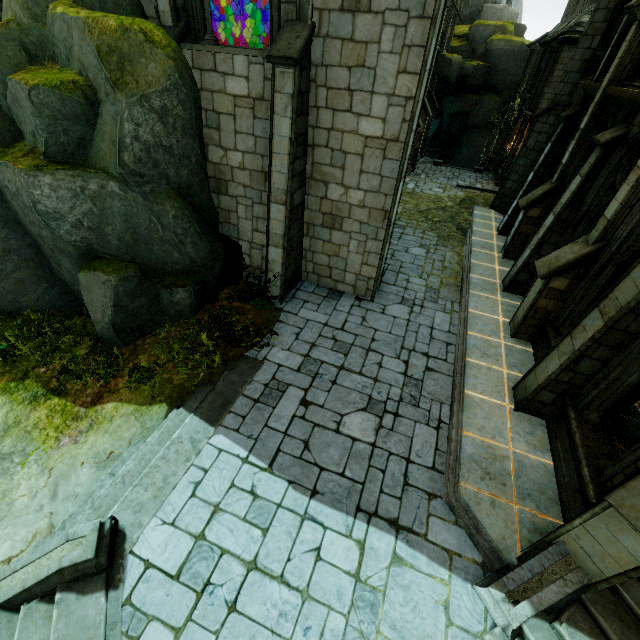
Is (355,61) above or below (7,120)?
above

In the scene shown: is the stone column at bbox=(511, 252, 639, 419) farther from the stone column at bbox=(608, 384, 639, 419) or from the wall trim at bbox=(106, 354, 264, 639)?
the wall trim at bbox=(106, 354, 264, 639)

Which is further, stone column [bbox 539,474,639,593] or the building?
the building

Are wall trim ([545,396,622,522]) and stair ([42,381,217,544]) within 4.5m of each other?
no

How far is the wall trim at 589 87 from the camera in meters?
9.7 m

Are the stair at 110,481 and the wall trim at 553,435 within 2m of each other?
no

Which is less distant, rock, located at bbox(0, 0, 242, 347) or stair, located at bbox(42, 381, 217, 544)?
stair, located at bbox(42, 381, 217, 544)

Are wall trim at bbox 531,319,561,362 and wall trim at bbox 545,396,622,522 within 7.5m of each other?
yes
